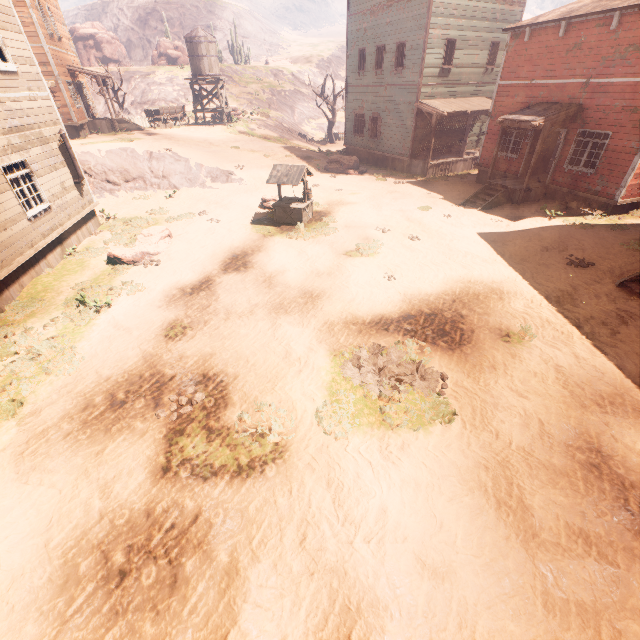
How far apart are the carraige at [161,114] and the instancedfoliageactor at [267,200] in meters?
18.1 m

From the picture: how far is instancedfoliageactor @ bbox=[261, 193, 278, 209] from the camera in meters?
16.3 m

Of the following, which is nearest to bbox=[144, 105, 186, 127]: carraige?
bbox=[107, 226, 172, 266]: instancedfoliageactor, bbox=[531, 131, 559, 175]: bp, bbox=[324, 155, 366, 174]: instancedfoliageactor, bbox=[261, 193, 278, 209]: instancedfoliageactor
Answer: bbox=[324, 155, 366, 174]: instancedfoliageactor

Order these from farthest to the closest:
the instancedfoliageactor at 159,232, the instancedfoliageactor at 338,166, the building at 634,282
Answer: the instancedfoliageactor at 338,166 → the instancedfoliageactor at 159,232 → the building at 634,282

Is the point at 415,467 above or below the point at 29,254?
below

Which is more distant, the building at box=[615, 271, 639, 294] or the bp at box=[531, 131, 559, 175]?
the bp at box=[531, 131, 559, 175]

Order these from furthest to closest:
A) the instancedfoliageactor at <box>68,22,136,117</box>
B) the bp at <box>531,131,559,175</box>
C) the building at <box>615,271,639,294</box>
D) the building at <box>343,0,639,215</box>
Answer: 1. the instancedfoliageactor at <box>68,22,136,117</box>
2. the bp at <box>531,131,559,175</box>
3. the building at <box>343,0,639,215</box>
4. the building at <box>615,271,639,294</box>

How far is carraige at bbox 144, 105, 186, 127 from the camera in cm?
2714
